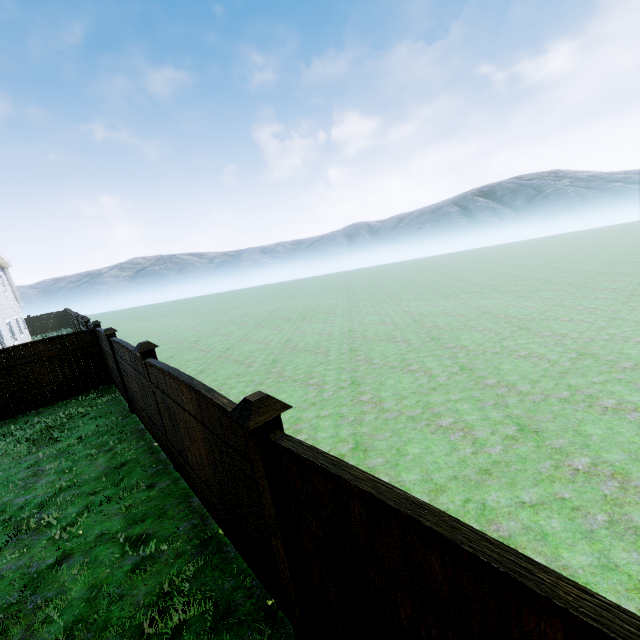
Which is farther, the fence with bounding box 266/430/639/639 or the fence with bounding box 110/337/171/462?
the fence with bounding box 110/337/171/462

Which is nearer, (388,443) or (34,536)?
(34,536)

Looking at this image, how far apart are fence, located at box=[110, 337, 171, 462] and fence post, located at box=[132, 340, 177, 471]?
0.0 meters

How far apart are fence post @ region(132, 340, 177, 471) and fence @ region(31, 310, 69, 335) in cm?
3787

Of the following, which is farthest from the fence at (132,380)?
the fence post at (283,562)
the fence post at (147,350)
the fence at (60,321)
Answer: the fence at (60,321)

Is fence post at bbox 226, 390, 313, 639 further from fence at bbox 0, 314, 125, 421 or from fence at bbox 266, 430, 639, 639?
fence at bbox 0, 314, 125, 421

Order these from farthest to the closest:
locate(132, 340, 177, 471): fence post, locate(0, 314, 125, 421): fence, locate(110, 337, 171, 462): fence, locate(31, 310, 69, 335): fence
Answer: locate(31, 310, 69, 335): fence, locate(0, 314, 125, 421): fence, locate(110, 337, 171, 462): fence, locate(132, 340, 177, 471): fence post

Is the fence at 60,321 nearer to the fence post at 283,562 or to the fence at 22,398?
the fence at 22,398
